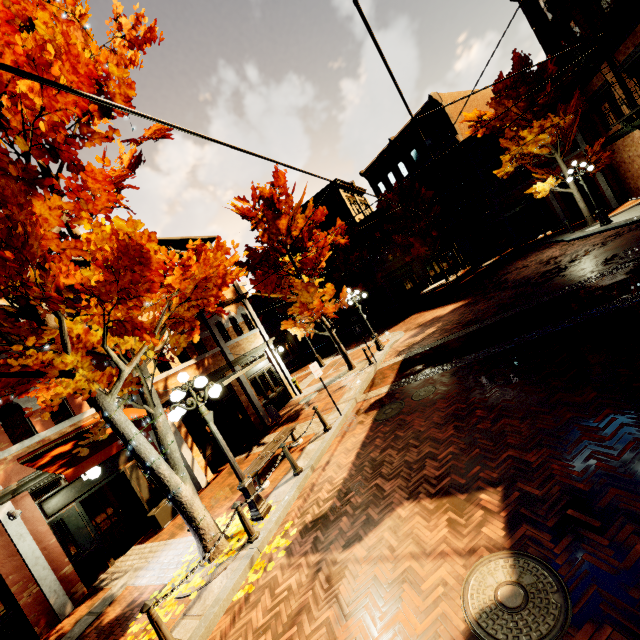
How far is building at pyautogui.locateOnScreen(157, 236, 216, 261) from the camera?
14.4 meters

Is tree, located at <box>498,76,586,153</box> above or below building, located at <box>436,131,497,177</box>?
below

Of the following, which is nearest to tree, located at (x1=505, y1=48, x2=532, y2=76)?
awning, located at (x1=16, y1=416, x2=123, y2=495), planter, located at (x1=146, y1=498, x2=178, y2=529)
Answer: awning, located at (x1=16, y1=416, x2=123, y2=495)

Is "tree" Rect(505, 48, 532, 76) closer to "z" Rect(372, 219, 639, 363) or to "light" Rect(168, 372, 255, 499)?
"z" Rect(372, 219, 639, 363)

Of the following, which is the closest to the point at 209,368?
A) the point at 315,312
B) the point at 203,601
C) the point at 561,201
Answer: the point at 315,312

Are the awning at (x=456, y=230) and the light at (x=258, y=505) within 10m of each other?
no

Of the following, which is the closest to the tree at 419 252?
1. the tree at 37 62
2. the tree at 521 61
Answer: the tree at 37 62
